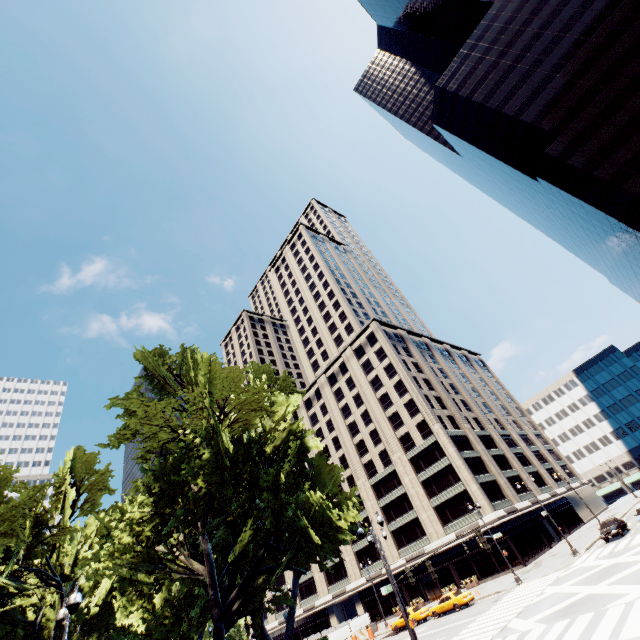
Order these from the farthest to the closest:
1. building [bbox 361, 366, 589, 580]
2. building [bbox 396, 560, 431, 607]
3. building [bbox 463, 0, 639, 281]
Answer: building [bbox 396, 560, 431, 607], building [bbox 361, 366, 589, 580], building [bbox 463, 0, 639, 281]

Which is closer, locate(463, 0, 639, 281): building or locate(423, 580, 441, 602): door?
locate(463, 0, 639, 281): building

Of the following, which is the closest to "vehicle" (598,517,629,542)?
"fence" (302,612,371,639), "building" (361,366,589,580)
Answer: "building" (361,366,589,580)

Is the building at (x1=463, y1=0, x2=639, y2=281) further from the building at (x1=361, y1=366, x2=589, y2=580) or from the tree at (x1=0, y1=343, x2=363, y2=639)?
the tree at (x1=0, y1=343, x2=363, y2=639)

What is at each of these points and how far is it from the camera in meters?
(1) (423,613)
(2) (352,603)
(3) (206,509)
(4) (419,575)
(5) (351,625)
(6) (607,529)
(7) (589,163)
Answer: (1) vehicle, 34.9 m
(2) building, 59.7 m
(3) tree, 16.5 m
(4) building, 49.0 m
(5) fence, 43.8 m
(6) vehicle, 32.2 m
(7) building, 42.0 m

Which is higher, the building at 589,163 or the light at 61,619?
the building at 589,163

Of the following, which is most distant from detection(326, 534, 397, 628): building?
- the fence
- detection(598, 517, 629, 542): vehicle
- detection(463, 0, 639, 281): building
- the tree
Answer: detection(463, 0, 639, 281): building

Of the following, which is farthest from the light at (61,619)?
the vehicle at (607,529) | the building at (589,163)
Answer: the building at (589,163)
